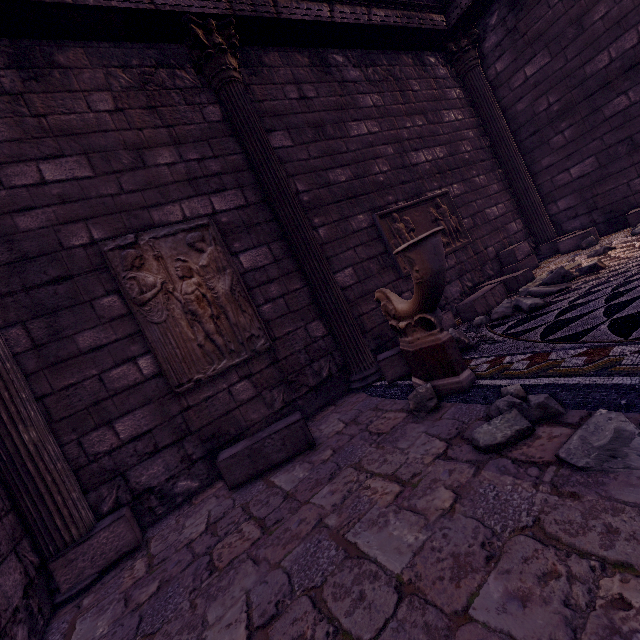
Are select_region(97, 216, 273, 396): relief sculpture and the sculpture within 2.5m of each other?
yes

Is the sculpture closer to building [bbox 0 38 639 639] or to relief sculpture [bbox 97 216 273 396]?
building [bbox 0 38 639 639]

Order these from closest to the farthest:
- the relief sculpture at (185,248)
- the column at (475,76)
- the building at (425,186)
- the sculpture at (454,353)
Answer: the sculpture at (454,353), the relief sculpture at (185,248), the building at (425,186), the column at (475,76)

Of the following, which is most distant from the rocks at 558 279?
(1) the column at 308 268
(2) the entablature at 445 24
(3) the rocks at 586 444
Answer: (2) the entablature at 445 24

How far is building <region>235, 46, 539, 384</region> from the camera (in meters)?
4.50

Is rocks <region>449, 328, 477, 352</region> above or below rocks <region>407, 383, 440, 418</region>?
above

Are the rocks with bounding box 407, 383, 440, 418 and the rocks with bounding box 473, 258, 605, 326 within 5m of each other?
yes

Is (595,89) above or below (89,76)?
below
